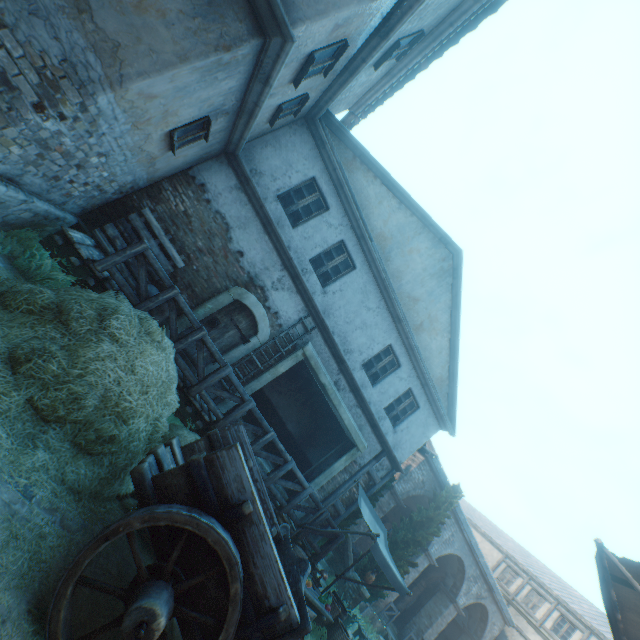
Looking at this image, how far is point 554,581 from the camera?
25.7m

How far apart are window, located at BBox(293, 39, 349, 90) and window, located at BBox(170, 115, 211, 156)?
1.72m

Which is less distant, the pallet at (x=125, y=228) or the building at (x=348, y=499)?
the pallet at (x=125, y=228)

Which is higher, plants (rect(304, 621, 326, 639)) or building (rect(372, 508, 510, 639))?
building (rect(372, 508, 510, 639))

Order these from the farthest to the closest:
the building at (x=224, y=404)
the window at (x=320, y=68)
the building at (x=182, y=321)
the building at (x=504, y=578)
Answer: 1. the building at (x=504, y=578)
2. the building at (x=224, y=404)
3. the building at (x=182, y=321)
4. the window at (x=320, y=68)

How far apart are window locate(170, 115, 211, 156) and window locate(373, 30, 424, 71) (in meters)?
4.38

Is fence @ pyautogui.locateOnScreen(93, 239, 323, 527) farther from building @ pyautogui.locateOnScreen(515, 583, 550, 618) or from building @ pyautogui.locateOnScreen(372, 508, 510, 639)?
building @ pyautogui.locateOnScreen(515, 583, 550, 618)

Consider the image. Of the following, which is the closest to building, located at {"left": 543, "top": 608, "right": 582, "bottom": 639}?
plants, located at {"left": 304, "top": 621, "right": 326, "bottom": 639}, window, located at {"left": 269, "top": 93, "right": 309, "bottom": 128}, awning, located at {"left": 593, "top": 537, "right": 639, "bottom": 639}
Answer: plants, located at {"left": 304, "top": 621, "right": 326, "bottom": 639}
